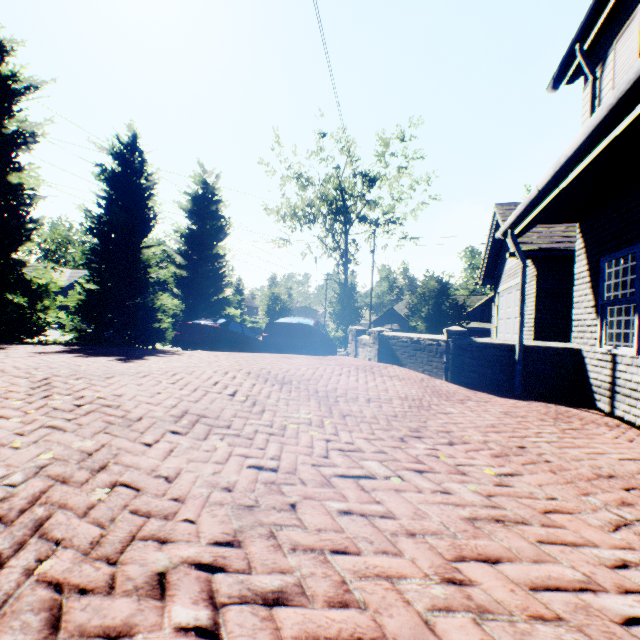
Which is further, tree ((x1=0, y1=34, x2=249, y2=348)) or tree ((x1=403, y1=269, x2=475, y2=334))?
tree ((x1=403, y1=269, x2=475, y2=334))

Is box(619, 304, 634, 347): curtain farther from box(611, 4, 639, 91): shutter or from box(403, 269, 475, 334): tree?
box(403, 269, 475, 334): tree

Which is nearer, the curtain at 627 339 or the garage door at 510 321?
the curtain at 627 339

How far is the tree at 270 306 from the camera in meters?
33.8 m

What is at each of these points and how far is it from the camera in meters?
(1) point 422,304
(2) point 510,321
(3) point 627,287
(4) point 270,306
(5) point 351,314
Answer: (1) tree, 20.3
(2) garage door, 11.1
(3) curtain, 5.2
(4) tree, 34.2
(5) tree, 32.6

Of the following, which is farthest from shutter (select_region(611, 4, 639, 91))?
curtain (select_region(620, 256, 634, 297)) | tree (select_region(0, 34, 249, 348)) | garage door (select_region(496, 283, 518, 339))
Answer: tree (select_region(0, 34, 249, 348))

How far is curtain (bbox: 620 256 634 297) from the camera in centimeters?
518cm
